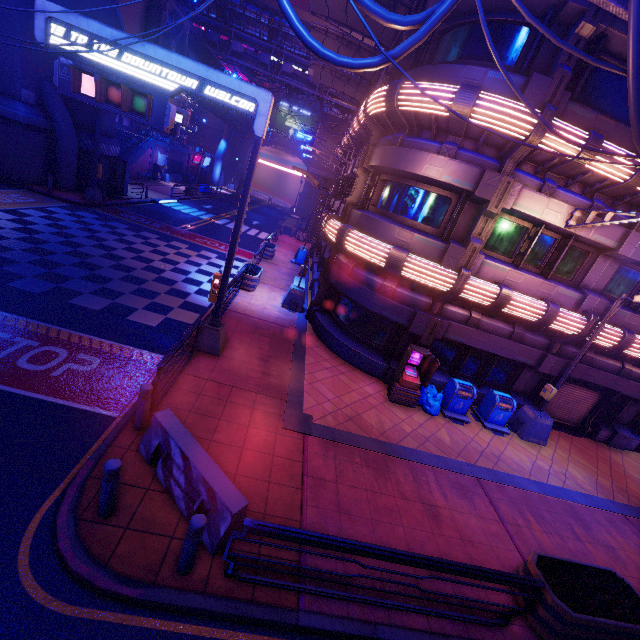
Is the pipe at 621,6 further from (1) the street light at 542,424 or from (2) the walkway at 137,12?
(2) the walkway at 137,12

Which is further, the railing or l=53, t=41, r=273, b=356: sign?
l=53, t=41, r=273, b=356: sign

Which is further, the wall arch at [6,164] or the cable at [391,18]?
the wall arch at [6,164]

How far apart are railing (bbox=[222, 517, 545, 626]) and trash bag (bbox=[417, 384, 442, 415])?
5.9 meters

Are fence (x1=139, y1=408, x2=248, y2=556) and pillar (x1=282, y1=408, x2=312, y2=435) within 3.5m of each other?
yes

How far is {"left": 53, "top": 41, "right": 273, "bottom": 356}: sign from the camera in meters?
7.4 m

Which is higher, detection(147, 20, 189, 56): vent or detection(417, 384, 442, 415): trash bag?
detection(147, 20, 189, 56): vent

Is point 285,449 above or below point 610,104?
below
